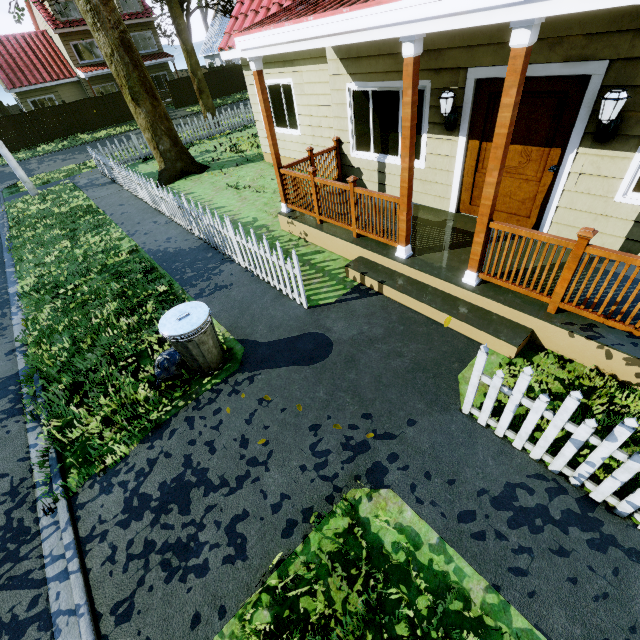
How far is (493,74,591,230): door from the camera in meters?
4.2 m

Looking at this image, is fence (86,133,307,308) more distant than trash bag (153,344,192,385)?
Yes

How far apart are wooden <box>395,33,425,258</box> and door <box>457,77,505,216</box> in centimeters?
169cm

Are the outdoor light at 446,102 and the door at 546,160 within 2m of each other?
yes

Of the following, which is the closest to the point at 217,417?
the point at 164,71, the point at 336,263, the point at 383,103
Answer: the point at 336,263

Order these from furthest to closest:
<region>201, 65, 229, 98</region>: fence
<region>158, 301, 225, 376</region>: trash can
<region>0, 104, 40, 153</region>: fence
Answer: Answer: <region>201, 65, 229, 98</region>: fence → <region>0, 104, 40, 153</region>: fence → <region>158, 301, 225, 376</region>: trash can

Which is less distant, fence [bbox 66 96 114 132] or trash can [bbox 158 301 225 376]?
trash can [bbox 158 301 225 376]

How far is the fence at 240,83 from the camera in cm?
3065
